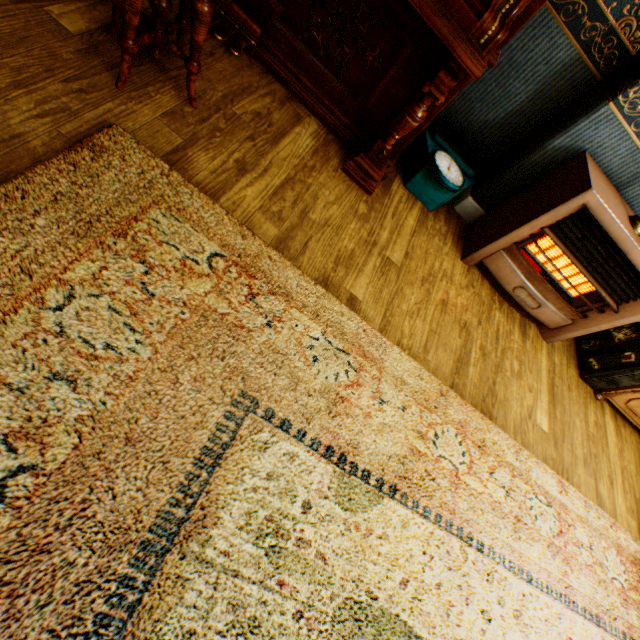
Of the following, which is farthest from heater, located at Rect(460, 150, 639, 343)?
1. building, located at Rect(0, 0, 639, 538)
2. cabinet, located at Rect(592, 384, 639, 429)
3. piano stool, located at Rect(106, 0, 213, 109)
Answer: piano stool, located at Rect(106, 0, 213, 109)

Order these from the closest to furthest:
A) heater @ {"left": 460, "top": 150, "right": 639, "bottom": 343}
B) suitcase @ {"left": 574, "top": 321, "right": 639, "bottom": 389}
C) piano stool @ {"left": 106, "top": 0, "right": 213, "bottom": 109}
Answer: piano stool @ {"left": 106, "top": 0, "right": 213, "bottom": 109} → heater @ {"left": 460, "top": 150, "right": 639, "bottom": 343} → suitcase @ {"left": 574, "top": 321, "right": 639, "bottom": 389}

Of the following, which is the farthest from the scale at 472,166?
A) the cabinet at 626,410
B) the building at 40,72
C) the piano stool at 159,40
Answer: the cabinet at 626,410

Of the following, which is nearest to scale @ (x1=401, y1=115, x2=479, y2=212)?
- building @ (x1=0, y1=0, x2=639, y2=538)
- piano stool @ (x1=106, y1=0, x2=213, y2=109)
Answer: building @ (x1=0, y1=0, x2=639, y2=538)

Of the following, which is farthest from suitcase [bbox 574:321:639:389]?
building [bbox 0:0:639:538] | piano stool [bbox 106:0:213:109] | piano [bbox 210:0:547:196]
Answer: piano stool [bbox 106:0:213:109]

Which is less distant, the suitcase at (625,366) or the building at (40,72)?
the building at (40,72)

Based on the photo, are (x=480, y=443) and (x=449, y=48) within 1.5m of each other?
no

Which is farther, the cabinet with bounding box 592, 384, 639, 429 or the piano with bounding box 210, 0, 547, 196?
the cabinet with bounding box 592, 384, 639, 429
